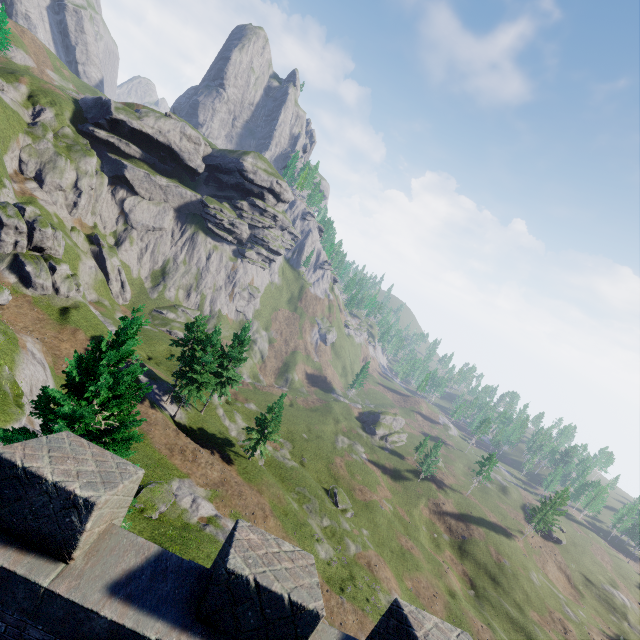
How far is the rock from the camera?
57.53m

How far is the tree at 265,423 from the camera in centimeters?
3966cm

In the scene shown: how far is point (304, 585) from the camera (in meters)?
4.15

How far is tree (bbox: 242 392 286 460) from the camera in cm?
3966

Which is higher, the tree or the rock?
the rock

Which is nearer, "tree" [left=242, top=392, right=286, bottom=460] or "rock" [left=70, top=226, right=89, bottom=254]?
"tree" [left=242, top=392, right=286, bottom=460]

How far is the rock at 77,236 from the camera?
57.5 meters
